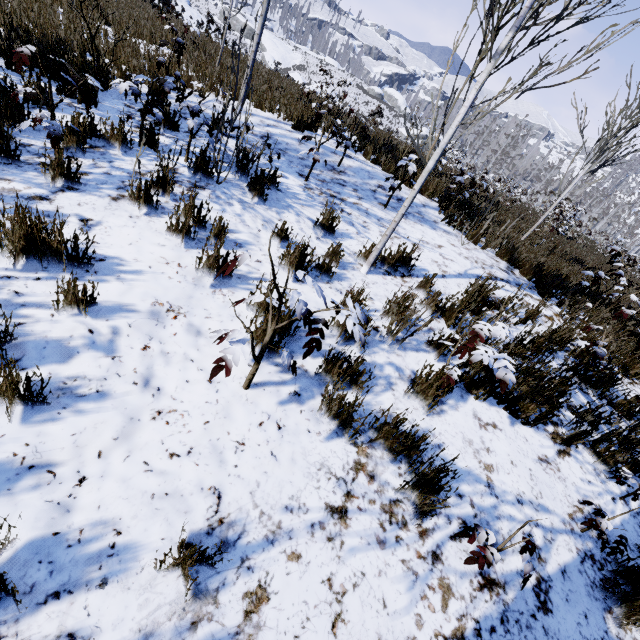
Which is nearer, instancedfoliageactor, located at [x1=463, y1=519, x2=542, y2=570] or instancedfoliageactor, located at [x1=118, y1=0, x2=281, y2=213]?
instancedfoliageactor, located at [x1=463, y1=519, x2=542, y2=570]

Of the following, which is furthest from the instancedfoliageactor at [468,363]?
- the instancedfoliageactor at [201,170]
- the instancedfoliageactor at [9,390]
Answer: the instancedfoliageactor at [9,390]

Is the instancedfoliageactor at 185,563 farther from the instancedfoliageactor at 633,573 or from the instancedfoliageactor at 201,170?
the instancedfoliageactor at 201,170

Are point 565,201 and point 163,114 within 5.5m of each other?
no

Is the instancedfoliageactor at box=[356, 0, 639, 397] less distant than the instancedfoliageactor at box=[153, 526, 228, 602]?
No

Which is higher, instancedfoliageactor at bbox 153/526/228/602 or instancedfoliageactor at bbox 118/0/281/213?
instancedfoliageactor at bbox 118/0/281/213

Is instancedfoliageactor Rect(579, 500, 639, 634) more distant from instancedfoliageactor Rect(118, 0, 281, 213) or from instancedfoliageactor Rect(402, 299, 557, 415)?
instancedfoliageactor Rect(402, 299, 557, 415)

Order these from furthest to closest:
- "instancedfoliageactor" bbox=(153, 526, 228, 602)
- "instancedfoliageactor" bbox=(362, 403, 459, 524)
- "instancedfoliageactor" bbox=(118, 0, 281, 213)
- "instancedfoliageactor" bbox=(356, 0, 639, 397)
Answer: "instancedfoliageactor" bbox=(118, 0, 281, 213) → "instancedfoliageactor" bbox=(356, 0, 639, 397) → "instancedfoliageactor" bbox=(362, 403, 459, 524) → "instancedfoliageactor" bbox=(153, 526, 228, 602)
